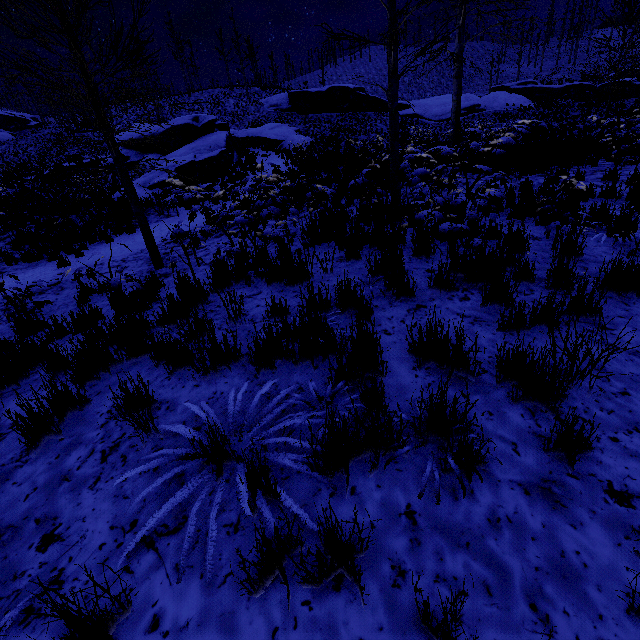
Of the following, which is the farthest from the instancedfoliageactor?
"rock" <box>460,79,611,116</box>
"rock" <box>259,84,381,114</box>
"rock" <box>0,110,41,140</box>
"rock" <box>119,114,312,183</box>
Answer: "rock" <box>0,110,41,140</box>

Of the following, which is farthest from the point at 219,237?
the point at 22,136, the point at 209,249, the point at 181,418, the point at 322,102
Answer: the point at 22,136

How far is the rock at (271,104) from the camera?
38.7 meters

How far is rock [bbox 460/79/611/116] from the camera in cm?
3934

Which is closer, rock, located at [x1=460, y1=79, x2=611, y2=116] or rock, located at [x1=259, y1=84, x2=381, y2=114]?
rock, located at [x1=259, y1=84, x2=381, y2=114]

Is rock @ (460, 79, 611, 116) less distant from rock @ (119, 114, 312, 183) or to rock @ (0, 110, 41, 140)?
rock @ (119, 114, 312, 183)

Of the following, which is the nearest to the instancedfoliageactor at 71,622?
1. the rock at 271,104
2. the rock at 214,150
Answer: the rock at 214,150

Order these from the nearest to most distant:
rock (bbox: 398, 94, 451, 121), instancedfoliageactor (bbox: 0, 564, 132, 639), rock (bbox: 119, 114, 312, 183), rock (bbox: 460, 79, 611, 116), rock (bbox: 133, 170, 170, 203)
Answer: instancedfoliageactor (bbox: 0, 564, 132, 639) → rock (bbox: 133, 170, 170, 203) → rock (bbox: 119, 114, 312, 183) → rock (bbox: 398, 94, 451, 121) → rock (bbox: 460, 79, 611, 116)
